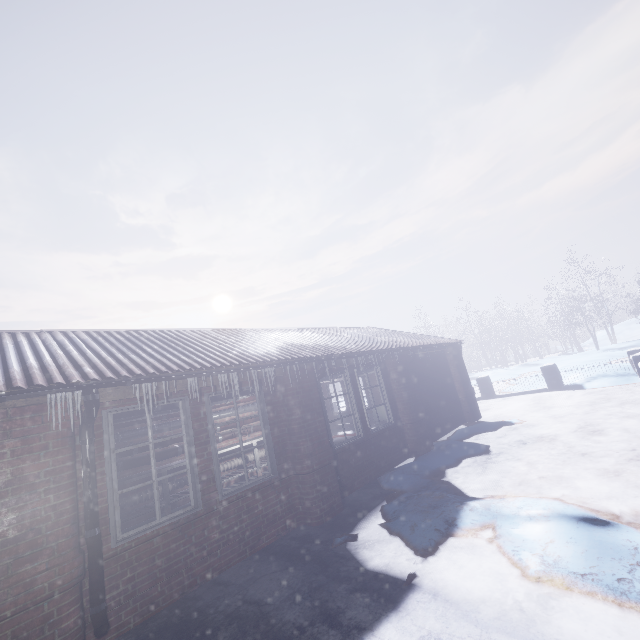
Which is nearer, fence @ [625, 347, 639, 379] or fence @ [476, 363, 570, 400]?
fence @ [625, 347, 639, 379]

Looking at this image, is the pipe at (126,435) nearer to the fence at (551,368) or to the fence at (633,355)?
the fence at (633,355)

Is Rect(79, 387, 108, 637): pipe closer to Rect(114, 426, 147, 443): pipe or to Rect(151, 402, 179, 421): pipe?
Rect(151, 402, 179, 421): pipe

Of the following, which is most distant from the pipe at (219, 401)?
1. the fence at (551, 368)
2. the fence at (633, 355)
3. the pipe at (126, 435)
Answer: the fence at (551, 368)

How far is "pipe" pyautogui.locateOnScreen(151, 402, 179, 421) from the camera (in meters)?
4.39

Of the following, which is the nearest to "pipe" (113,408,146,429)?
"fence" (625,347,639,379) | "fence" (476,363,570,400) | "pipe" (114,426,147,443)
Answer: "pipe" (114,426,147,443)

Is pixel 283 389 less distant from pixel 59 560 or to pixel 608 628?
pixel 59 560

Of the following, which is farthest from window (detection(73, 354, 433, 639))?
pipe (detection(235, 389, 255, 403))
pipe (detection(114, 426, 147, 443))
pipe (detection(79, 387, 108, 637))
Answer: pipe (detection(114, 426, 147, 443))
